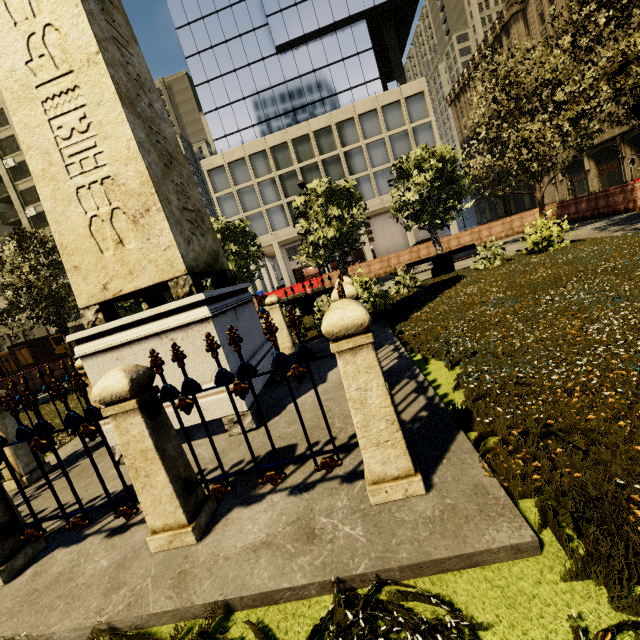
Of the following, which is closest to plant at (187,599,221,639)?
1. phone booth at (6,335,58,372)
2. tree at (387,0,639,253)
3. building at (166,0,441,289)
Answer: tree at (387,0,639,253)

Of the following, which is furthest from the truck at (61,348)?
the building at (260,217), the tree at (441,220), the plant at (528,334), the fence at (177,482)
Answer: the fence at (177,482)

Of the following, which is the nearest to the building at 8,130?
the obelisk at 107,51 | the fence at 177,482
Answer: the fence at 177,482

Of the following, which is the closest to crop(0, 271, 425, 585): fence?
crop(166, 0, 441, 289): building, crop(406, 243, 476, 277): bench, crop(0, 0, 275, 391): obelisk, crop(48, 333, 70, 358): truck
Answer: crop(0, 0, 275, 391): obelisk

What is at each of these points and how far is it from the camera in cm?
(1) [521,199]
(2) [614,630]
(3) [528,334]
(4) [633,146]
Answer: (1) building, 5631
(2) plant, 123
(3) plant, 419
(4) building, 3419

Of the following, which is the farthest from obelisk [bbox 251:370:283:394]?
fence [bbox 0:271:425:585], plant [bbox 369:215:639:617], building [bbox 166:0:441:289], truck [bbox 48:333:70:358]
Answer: truck [bbox 48:333:70:358]

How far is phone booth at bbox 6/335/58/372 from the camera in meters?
17.0 m

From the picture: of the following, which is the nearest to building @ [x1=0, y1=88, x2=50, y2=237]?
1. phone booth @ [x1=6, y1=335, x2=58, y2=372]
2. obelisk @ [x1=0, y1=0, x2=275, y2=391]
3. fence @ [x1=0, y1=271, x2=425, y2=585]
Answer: phone booth @ [x1=6, y1=335, x2=58, y2=372]
